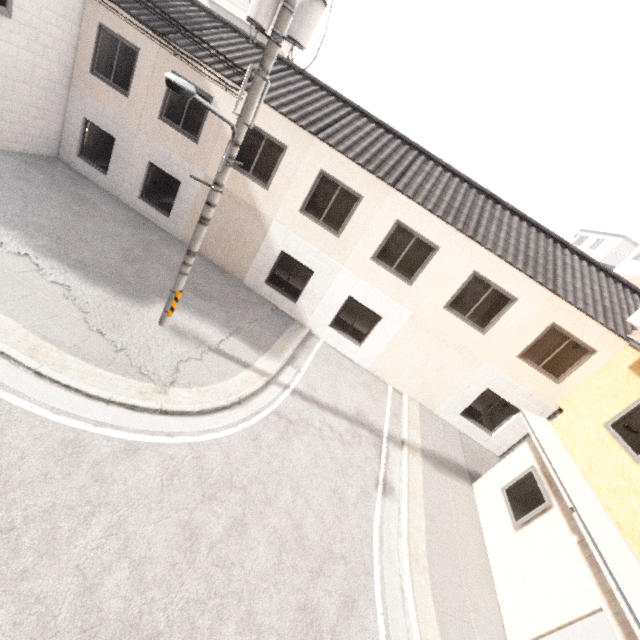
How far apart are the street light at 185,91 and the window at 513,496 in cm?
1016

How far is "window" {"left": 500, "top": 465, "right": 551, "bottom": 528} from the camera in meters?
7.5 m

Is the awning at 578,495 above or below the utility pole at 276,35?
below

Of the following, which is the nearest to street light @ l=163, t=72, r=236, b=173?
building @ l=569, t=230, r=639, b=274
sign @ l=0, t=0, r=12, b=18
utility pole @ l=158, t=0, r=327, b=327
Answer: utility pole @ l=158, t=0, r=327, b=327

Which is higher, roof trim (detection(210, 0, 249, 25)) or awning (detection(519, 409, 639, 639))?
roof trim (detection(210, 0, 249, 25))

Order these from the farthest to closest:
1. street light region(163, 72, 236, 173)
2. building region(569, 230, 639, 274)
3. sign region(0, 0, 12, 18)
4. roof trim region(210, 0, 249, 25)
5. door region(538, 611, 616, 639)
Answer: building region(569, 230, 639, 274) < roof trim region(210, 0, 249, 25) < sign region(0, 0, 12, 18) < door region(538, 611, 616, 639) < street light region(163, 72, 236, 173)

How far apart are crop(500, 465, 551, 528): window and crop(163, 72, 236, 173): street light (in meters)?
10.16

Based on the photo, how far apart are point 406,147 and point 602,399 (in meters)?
10.08
